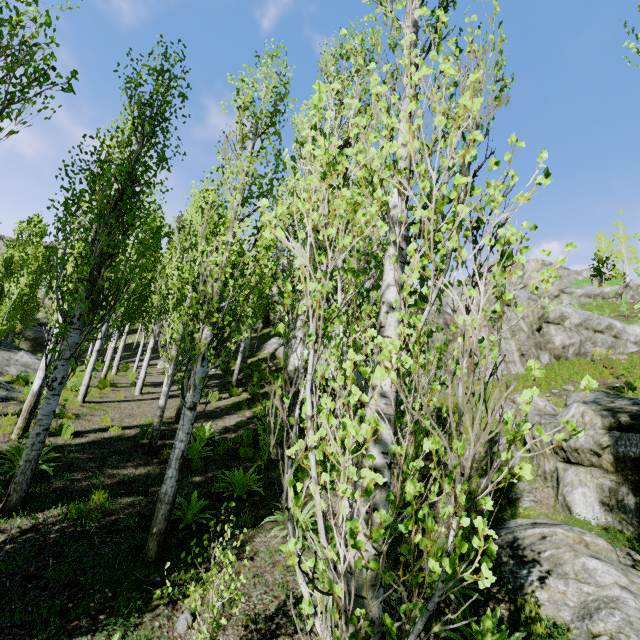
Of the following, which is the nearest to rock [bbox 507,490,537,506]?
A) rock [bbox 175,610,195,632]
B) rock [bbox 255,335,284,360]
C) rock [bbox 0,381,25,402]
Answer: rock [bbox 255,335,284,360]

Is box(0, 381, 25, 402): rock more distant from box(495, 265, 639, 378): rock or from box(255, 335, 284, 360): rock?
box(255, 335, 284, 360): rock

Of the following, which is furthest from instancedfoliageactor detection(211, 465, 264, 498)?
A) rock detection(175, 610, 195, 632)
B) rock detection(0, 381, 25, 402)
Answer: rock detection(175, 610, 195, 632)

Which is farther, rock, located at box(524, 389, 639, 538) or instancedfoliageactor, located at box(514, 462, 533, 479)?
rock, located at box(524, 389, 639, 538)

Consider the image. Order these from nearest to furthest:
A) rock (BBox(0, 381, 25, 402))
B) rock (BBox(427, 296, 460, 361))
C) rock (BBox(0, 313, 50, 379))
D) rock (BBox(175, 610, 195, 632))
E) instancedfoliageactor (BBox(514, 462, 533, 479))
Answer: instancedfoliageactor (BBox(514, 462, 533, 479)) → rock (BBox(175, 610, 195, 632)) → rock (BBox(0, 381, 25, 402)) → rock (BBox(0, 313, 50, 379)) → rock (BBox(427, 296, 460, 361))

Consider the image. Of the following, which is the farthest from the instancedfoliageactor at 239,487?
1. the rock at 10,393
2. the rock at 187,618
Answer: the rock at 187,618

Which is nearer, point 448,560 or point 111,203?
point 448,560

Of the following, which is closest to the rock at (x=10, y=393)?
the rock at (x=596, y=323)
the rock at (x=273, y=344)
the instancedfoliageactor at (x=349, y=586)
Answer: the instancedfoliageactor at (x=349, y=586)
